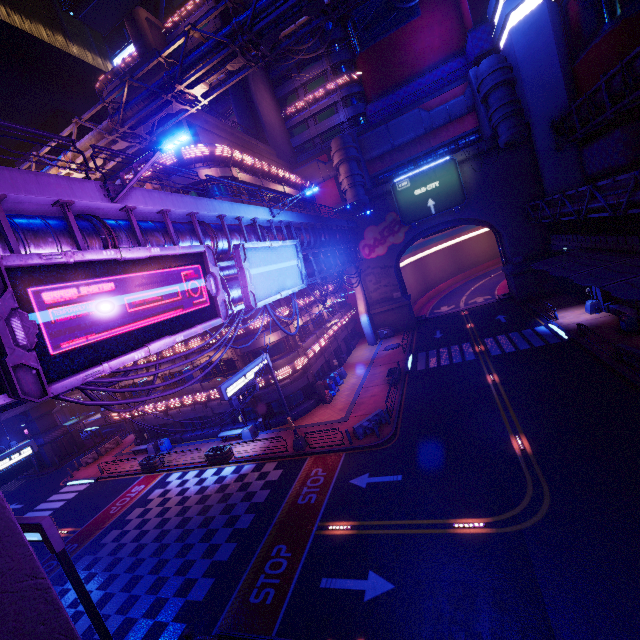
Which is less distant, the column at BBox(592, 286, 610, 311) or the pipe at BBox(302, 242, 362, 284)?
the pipe at BBox(302, 242, 362, 284)

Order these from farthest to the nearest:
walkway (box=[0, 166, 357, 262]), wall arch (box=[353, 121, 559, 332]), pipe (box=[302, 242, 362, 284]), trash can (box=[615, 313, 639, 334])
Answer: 1. wall arch (box=[353, 121, 559, 332])
2. pipe (box=[302, 242, 362, 284])
3. trash can (box=[615, 313, 639, 334])
4. walkway (box=[0, 166, 357, 262])

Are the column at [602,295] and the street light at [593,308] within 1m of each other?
yes

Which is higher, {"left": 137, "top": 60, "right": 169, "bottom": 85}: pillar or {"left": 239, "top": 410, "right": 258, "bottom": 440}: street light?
{"left": 137, "top": 60, "right": 169, "bottom": 85}: pillar

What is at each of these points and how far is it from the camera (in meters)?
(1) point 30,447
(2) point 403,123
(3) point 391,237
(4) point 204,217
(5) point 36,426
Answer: (1) sign, 20.36
(2) walkway, 38.84
(3) wall arch, 41.16
(4) walkway, 14.48
(5) pillar, 38.84

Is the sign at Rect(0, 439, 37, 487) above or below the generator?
above

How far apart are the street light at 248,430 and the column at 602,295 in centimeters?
3091cm

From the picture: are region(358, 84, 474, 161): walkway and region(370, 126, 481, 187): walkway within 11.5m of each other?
yes
